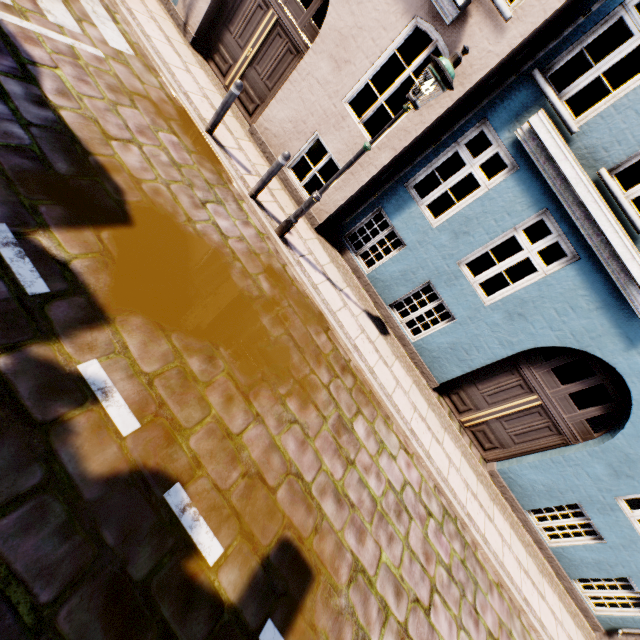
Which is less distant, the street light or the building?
the street light

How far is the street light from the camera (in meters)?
4.16

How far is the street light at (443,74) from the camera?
4.2m

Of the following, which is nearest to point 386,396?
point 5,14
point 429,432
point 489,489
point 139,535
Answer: point 429,432

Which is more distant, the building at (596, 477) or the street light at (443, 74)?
the building at (596, 477)
